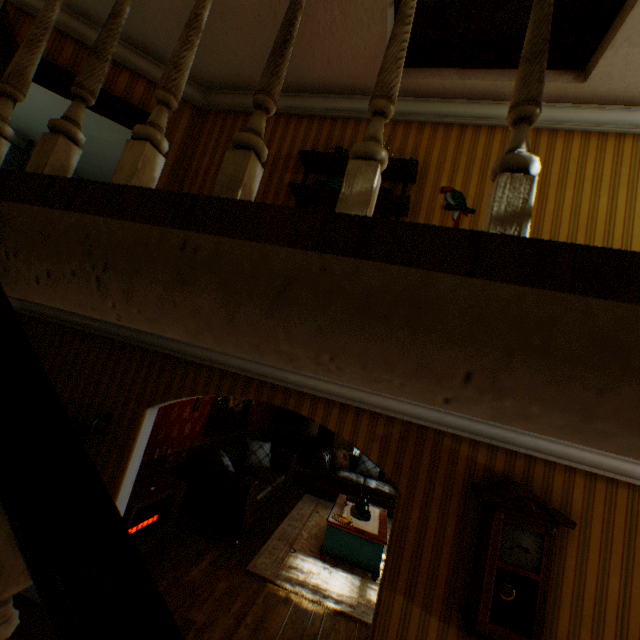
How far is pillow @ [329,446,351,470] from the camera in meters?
9.4 m

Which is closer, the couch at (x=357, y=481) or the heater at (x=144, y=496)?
the heater at (x=144, y=496)

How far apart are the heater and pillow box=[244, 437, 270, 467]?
2.38m

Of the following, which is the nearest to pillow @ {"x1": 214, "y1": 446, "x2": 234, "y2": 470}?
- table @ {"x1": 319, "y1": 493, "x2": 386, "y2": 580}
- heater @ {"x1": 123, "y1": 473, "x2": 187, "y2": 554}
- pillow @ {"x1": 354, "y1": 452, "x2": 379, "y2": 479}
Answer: heater @ {"x1": 123, "y1": 473, "x2": 187, "y2": 554}

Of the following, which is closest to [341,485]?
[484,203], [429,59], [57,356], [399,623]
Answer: [399,623]

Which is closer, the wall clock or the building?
the building

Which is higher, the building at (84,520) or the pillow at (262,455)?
the building at (84,520)

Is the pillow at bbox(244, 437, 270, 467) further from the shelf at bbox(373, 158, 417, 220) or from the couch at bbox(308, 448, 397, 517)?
the shelf at bbox(373, 158, 417, 220)
